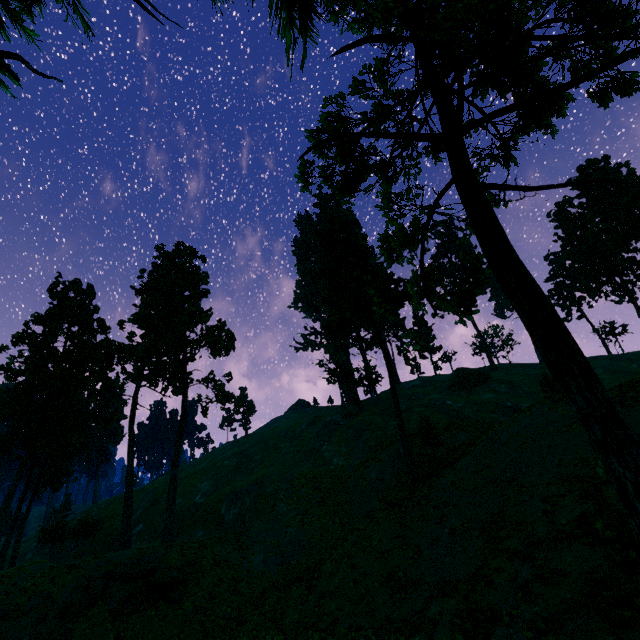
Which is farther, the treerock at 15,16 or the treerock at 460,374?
the treerock at 460,374

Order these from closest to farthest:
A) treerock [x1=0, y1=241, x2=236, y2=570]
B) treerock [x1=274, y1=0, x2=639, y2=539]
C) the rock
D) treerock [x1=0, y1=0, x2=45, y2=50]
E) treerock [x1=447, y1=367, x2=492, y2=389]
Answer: treerock [x1=274, y1=0, x2=639, y2=539], treerock [x1=0, y1=0, x2=45, y2=50], the rock, treerock [x1=0, y1=241, x2=236, y2=570], treerock [x1=447, y1=367, x2=492, y2=389]

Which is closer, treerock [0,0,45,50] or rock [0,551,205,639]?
treerock [0,0,45,50]

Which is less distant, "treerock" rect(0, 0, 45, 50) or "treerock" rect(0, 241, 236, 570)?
"treerock" rect(0, 0, 45, 50)

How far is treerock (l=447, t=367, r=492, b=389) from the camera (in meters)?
45.16

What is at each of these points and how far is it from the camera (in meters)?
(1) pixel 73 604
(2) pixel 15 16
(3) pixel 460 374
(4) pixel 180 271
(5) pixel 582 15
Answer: (1) rock, 21.50
(2) treerock, 7.20
(3) treerock, 46.16
(4) treerock, 42.09
(5) treerock, 6.36
